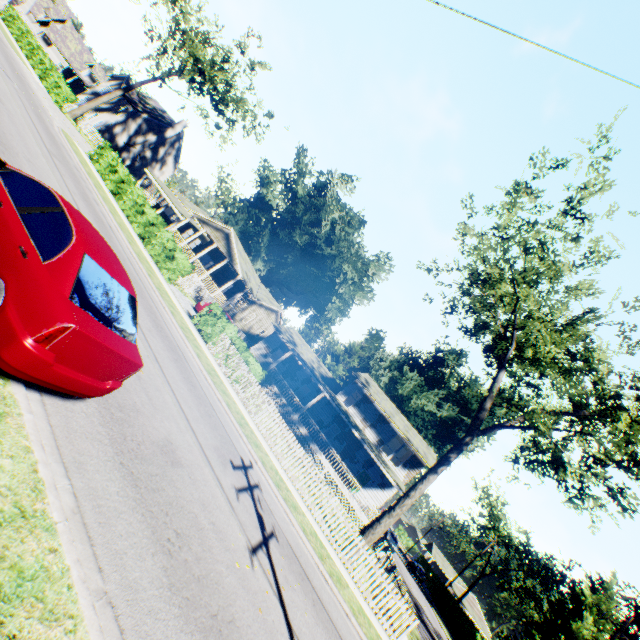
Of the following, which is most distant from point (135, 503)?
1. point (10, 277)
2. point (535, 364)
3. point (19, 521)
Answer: point (535, 364)

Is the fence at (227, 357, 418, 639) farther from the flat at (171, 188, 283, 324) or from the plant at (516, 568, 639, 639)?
the plant at (516, 568, 639, 639)

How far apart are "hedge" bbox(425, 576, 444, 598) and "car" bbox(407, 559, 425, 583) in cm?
274

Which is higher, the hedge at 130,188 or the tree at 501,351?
the tree at 501,351

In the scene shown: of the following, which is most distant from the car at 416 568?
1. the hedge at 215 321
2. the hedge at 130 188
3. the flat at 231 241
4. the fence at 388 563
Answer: the hedge at 130 188

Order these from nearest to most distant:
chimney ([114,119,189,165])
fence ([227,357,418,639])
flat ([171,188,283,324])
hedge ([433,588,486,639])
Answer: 1. fence ([227,357,418,639])
2. flat ([171,188,283,324])
3. hedge ([433,588,486,639])
4. chimney ([114,119,189,165])

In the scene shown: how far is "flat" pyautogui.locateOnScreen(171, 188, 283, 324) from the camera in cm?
3222

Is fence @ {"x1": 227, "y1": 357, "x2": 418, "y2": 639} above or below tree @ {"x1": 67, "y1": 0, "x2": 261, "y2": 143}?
below
